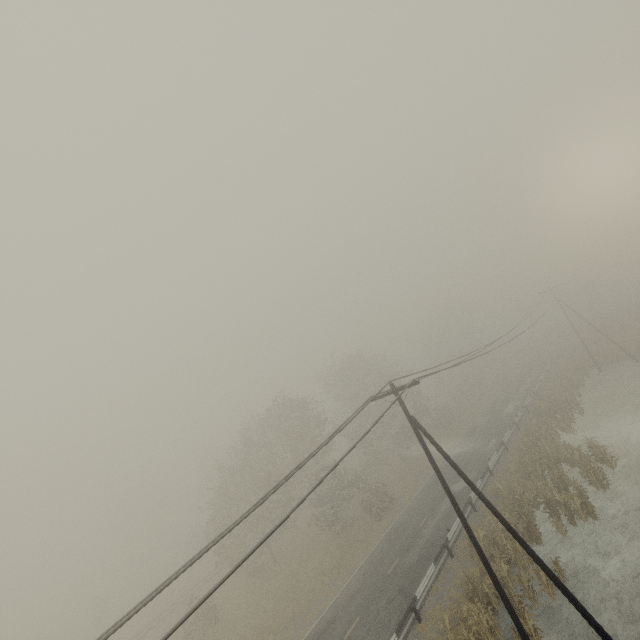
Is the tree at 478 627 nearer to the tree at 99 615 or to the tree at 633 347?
the tree at 99 615

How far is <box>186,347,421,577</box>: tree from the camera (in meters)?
30.70

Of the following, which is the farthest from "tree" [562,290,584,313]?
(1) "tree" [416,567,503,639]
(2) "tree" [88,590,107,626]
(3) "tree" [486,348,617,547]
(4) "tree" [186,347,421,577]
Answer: (1) "tree" [416,567,503,639]

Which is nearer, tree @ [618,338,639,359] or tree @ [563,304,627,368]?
tree @ [618,338,639,359]

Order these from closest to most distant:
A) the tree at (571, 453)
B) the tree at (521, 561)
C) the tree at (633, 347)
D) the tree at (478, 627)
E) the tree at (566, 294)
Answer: the tree at (521, 561)
the tree at (478, 627)
the tree at (571, 453)
the tree at (633, 347)
the tree at (566, 294)

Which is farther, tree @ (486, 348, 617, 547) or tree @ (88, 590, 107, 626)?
tree @ (88, 590, 107, 626)

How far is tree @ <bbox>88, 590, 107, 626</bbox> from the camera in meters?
41.8 m

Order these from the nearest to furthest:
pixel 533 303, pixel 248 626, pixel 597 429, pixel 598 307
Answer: pixel 248 626 → pixel 597 429 → pixel 533 303 → pixel 598 307
